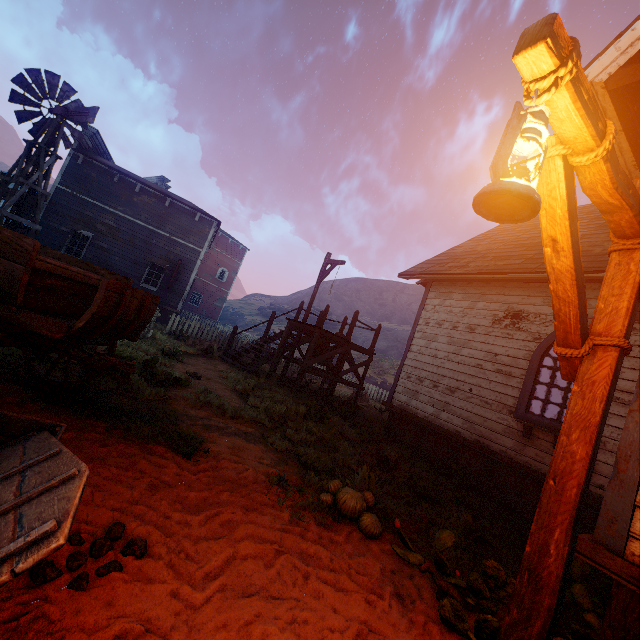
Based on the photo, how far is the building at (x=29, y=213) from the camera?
17.4 meters

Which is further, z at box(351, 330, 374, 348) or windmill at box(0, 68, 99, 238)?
z at box(351, 330, 374, 348)

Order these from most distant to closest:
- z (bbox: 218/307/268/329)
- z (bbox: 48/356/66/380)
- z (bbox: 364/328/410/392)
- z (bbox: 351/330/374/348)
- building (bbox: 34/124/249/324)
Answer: z (bbox: 351/330/374/348) → z (bbox: 218/307/268/329) → z (bbox: 364/328/410/392) → building (bbox: 34/124/249/324) → z (bbox: 48/356/66/380)

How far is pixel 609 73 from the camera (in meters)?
2.95

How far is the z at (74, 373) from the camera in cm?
461

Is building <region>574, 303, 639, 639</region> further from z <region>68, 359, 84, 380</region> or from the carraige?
the carraige

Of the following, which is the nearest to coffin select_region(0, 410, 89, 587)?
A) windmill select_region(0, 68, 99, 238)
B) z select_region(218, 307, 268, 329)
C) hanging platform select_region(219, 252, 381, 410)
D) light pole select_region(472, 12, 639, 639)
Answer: z select_region(218, 307, 268, 329)

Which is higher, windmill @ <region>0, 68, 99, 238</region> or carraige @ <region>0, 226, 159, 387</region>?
windmill @ <region>0, 68, 99, 238</region>
